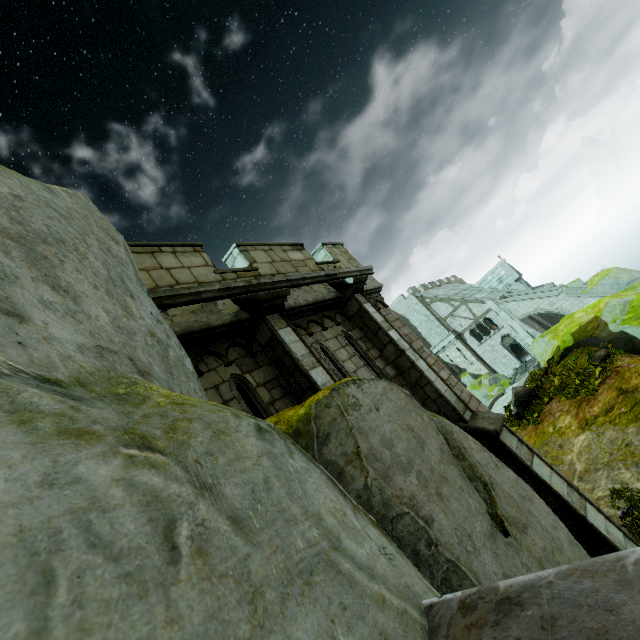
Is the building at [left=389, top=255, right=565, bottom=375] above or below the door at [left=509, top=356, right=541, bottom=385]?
above

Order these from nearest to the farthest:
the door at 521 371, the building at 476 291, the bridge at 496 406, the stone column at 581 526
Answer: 1. the stone column at 581 526
2. the bridge at 496 406
3. the door at 521 371
4. the building at 476 291

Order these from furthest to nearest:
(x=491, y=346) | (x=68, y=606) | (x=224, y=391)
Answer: (x=491, y=346) < (x=224, y=391) < (x=68, y=606)

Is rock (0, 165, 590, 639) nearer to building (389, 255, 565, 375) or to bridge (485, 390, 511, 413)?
building (389, 255, 565, 375)

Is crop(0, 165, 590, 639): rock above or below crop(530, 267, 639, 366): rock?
above

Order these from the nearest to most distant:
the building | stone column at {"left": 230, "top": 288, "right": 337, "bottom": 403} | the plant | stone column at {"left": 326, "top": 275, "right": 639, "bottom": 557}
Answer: stone column at {"left": 230, "top": 288, "right": 337, "bottom": 403}, stone column at {"left": 326, "top": 275, "right": 639, "bottom": 557}, the plant, the building

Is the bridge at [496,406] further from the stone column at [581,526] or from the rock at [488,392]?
the stone column at [581,526]

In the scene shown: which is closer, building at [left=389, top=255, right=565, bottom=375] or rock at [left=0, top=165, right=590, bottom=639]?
rock at [left=0, top=165, right=590, bottom=639]
